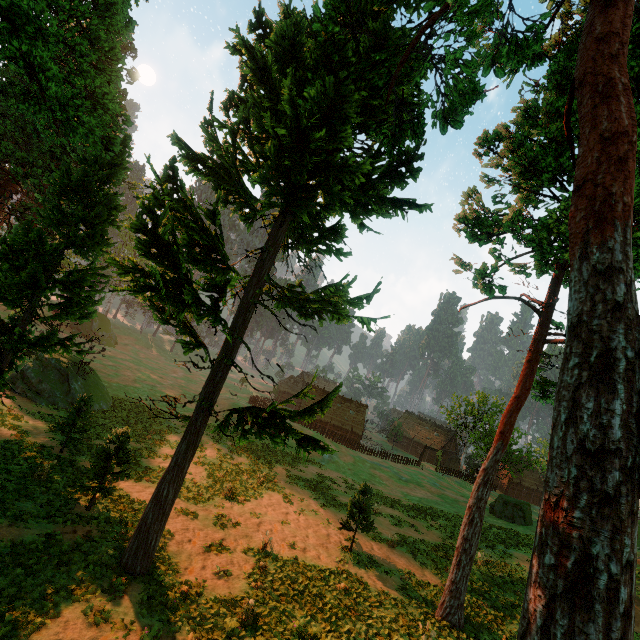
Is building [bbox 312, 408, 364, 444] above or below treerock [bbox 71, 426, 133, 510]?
below

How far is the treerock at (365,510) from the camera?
17.6 meters

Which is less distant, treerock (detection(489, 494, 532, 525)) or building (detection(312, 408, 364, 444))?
treerock (detection(489, 494, 532, 525))

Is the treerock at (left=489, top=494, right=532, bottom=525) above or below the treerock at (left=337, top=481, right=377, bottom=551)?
below

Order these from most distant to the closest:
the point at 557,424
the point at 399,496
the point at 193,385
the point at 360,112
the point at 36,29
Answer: the point at 193,385 < the point at 399,496 < the point at 360,112 < the point at 36,29 < the point at 557,424

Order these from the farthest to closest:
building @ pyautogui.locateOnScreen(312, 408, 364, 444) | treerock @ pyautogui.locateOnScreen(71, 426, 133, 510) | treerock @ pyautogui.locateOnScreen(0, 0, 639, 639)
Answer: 1. building @ pyautogui.locateOnScreen(312, 408, 364, 444)
2. treerock @ pyautogui.locateOnScreen(71, 426, 133, 510)
3. treerock @ pyautogui.locateOnScreen(0, 0, 639, 639)
